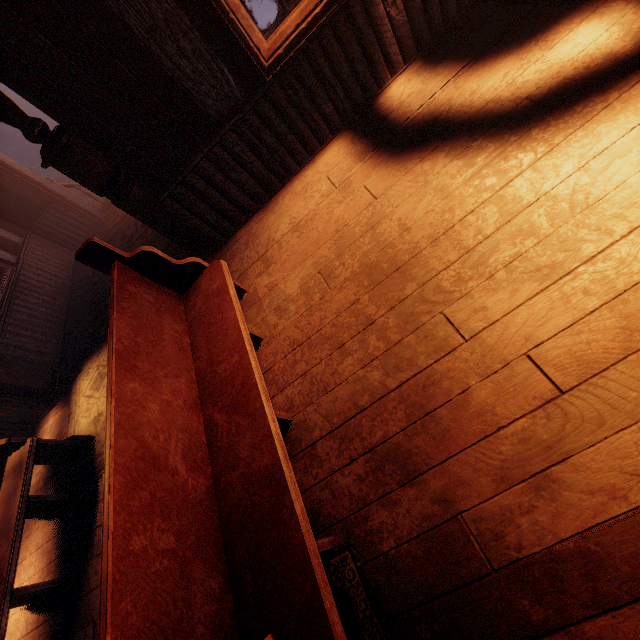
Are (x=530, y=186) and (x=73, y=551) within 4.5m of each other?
no

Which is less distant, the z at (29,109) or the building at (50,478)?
the building at (50,478)

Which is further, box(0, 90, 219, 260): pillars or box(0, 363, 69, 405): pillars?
box(0, 363, 69, 405): pillars

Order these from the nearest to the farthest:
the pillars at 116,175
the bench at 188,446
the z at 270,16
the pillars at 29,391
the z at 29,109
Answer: the bench at 188,446, the pillars at 116,175, the pillars at 29,391, the z at 270,16, the z at 29,109

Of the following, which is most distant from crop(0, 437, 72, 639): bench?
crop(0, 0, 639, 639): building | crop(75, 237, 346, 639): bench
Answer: crop(75, 237, 346, 639): bench

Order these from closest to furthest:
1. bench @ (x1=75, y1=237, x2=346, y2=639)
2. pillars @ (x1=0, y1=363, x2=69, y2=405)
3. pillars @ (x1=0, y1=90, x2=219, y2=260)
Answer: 1. bench @ (x1=75, y1=237, x2=346, y2=639)
2. pillars @ (x1=0, y1=90, x2=219, y2=260)
3. pillars @ (x1=0, y1=363, x2=69, y2=405)

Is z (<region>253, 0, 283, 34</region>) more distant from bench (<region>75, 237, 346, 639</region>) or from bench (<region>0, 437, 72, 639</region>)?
bench (<region>0, 437, 72, 639</region>)

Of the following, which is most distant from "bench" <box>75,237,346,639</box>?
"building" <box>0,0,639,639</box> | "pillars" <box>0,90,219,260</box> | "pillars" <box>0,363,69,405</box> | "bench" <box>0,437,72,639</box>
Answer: "pillars" <box>0,363,69,405</box>
